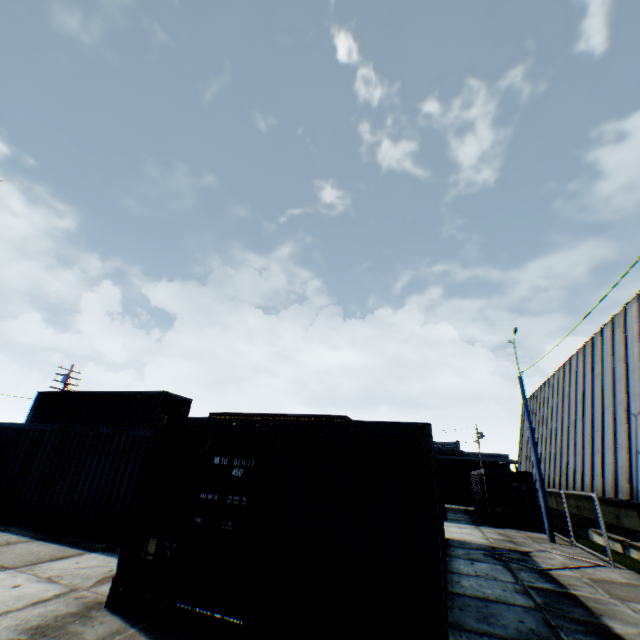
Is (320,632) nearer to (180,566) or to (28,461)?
(180,566)

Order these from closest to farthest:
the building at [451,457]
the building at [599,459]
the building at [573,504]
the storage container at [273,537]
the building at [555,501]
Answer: the storage container at [273,537] → the building at [599,459] → the building at [573,504] → the building at [555,501] → the building at [451,457]

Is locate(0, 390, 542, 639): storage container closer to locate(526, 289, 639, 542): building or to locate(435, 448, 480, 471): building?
locate(526, 289, 639, 542): building

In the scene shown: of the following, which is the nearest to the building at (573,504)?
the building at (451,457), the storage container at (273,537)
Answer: the storage container at (273,537)

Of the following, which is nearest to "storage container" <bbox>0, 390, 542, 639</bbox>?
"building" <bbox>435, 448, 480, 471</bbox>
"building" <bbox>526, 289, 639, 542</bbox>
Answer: "building" <bbox>526, 289, 639, 542</bbox>

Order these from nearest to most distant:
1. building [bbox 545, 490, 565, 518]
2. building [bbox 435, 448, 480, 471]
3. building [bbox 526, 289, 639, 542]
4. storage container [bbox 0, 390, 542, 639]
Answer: storage container [bbox 0, 390, 542, 639] < building [bbox 526, 289, 639, 542] < building [bbox 545, 490, 565, 518] < building [bbox 435, 448, 480, 471]
